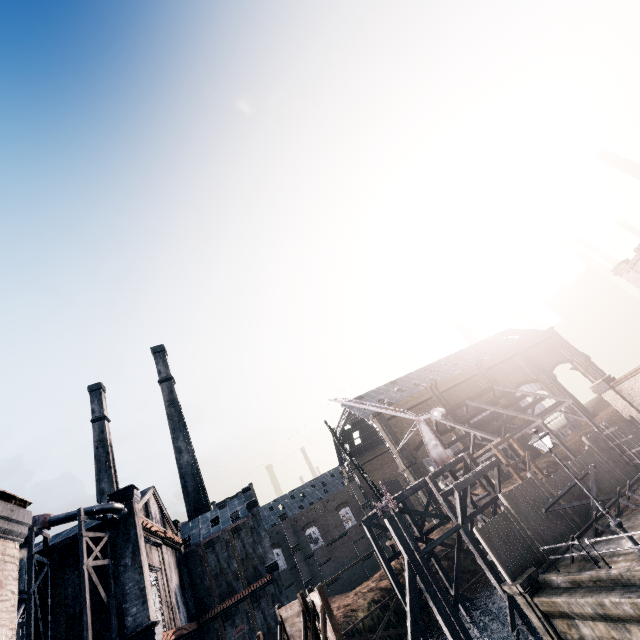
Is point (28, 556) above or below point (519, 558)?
above

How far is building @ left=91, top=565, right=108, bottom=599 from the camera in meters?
20.8

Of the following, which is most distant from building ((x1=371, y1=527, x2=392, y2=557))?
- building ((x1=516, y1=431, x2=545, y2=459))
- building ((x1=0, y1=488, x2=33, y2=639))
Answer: building ((x1=0, y1=488, x2=33, y2=639))

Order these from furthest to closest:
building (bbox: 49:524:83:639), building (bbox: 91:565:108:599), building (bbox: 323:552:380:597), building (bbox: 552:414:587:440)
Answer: building (bbox: 552:414:587:440) < building (bbox: 323:552:380:597) < building (bbox: 91:565:108:599) < building (bbox: 49:524:83:639)

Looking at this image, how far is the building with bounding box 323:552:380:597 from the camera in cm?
5259

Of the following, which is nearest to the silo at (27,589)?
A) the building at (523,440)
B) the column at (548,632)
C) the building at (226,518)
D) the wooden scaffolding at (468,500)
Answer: the building at (226,518)

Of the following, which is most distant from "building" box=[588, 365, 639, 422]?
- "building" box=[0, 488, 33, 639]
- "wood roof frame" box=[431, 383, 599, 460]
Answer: "building" box=[0, 488, 33, 639]

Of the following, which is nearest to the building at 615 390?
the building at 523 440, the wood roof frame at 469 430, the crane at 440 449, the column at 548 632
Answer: the wood roof frame at 469 430
